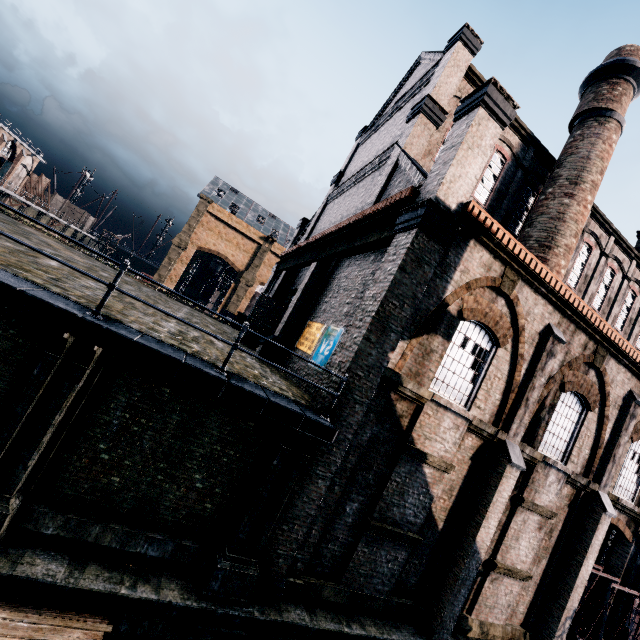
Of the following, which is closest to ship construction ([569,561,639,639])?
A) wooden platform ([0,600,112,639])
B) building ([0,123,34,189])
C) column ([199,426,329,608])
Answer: column ([199,426,329,608])

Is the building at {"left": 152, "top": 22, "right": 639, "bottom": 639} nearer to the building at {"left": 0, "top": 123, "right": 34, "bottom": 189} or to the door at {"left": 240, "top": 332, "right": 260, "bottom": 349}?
the door at {"left": 240, "top": 332, "right": 260, "bottom": 349}

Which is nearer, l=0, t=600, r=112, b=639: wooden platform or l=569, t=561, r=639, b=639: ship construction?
l=0, t=600, r=112, b=639: wooden platform

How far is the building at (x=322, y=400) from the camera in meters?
8.9

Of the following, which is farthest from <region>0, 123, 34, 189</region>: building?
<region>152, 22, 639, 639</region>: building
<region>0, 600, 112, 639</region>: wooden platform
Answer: <region>0, 600, 112, 639</region>: wooden platform

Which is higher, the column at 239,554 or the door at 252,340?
the door at 252,340

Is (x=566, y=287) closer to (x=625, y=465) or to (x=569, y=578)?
(x=625, y=465)

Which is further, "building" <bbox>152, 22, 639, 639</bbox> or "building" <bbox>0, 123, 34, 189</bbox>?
"building" <bbox>0, 123, 34, 189</bbox>
